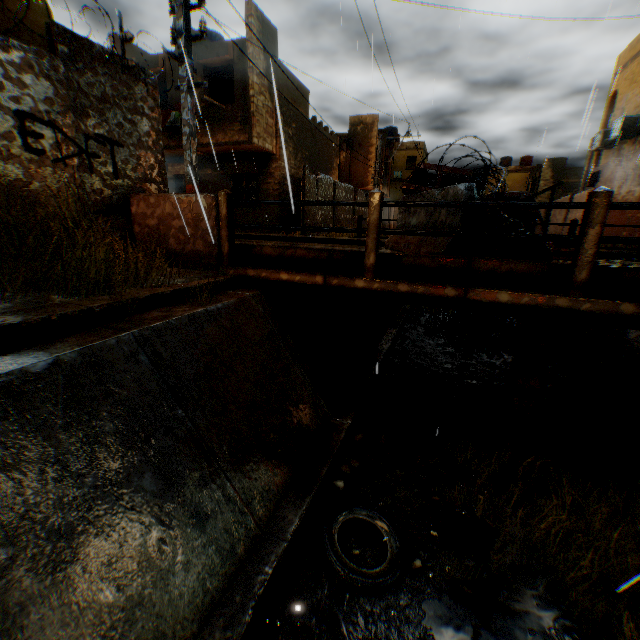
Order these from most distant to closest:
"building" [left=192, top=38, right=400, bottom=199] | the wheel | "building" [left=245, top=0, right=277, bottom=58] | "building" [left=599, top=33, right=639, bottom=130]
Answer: "building" [left=599, top=33, right=639, bottom=130] → "building" [left=192, top=38, right=400, bottom=199] → "building" [left=245, top=0, right=277, bottom=58] → the wheel

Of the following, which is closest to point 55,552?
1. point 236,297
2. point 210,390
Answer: point 210,390

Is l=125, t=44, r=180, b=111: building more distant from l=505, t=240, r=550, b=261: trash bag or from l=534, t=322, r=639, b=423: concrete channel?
l=505, t=240, r=550, b=261: trash bag

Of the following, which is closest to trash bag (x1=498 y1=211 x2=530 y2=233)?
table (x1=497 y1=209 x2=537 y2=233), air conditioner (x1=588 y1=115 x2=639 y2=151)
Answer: table (x1=497 y1=209 x2=537 y2=233)

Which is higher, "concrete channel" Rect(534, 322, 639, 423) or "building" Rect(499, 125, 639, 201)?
"building" Rect(499, 125, 639, 201)

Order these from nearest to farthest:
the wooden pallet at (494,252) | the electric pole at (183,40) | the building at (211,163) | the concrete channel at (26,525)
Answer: the concrete channel at (26,525) → the wooden pallet at (494,252) → the electric pole at (183,40) → the building at (211,163)

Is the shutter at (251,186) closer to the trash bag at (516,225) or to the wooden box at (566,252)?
the trash bag at (516,225)

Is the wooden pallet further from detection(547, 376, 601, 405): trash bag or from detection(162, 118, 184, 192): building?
detection(547, 376, 601, 405): trash bag
